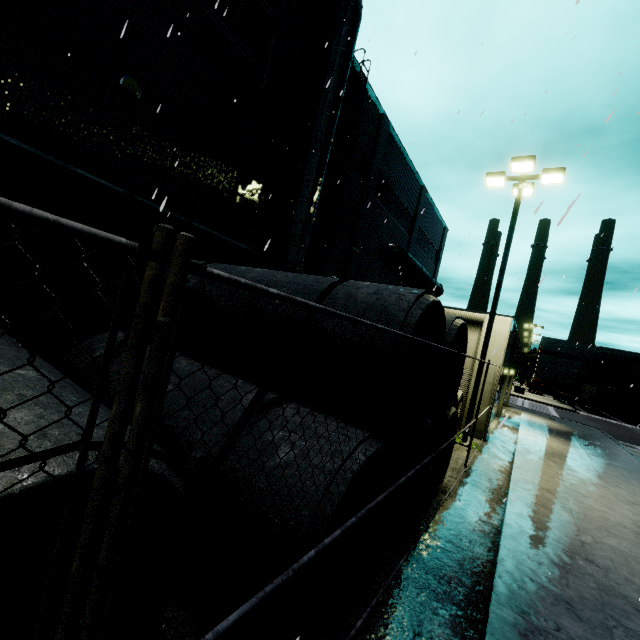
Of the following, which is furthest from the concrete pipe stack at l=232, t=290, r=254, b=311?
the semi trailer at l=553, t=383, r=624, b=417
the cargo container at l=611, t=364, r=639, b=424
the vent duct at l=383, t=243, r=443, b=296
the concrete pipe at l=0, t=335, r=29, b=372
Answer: the cargo container at l=611, t=364, r=639, b=424

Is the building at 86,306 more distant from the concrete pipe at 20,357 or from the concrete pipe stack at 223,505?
the concrete pipe at 20,357

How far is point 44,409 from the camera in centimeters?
214cm

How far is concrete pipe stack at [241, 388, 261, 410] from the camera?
3.5m

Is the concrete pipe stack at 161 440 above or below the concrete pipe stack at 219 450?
below

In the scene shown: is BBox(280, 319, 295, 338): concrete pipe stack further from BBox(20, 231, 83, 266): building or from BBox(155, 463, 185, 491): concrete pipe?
BBox(20, 231, 83, 266): building

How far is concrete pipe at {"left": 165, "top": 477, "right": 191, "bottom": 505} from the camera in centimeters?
231cm

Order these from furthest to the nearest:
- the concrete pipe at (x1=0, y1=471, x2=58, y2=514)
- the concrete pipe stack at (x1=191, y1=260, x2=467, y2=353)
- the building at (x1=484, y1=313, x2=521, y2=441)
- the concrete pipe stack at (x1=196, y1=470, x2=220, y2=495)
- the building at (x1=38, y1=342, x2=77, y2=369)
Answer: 1. the building at (x1=484, y1=313, x2=521, y2=441)
2. the building at (x1=38, y1=342, x2=77, y2=369)
3. the concrete pipe stack at (x1=191, y1=260, x2=467, y2=353)
4. the concrete pipe stack at (x1=196, y1=470, x2=220, y2=495)
5. the concrete pipe at (x1=0, y1=471, x2=58, y2=514)
